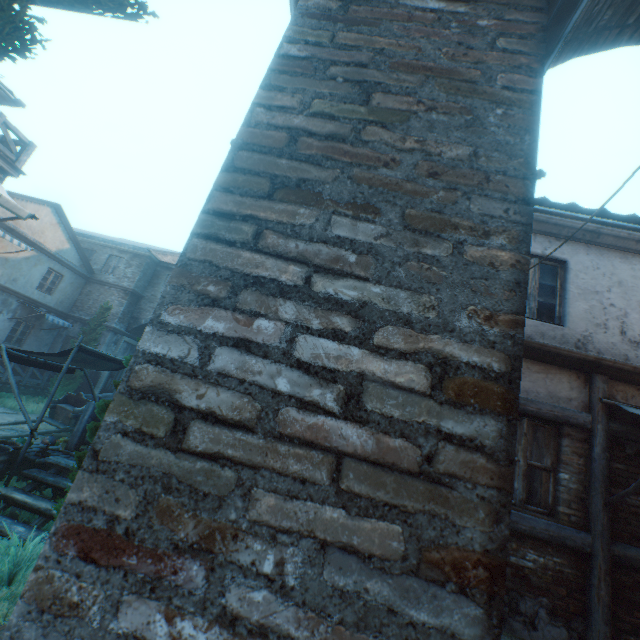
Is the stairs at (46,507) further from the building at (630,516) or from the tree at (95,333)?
the building at (630,516)

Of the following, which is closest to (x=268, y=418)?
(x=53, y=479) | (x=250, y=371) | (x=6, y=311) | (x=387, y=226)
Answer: (x=250, y=371)

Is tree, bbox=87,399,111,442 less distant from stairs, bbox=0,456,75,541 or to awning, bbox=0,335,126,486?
stairs, bbox=0,456,75,541

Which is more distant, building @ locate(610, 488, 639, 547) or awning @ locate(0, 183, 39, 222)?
awning @ locate(0, 183, 39, 222)

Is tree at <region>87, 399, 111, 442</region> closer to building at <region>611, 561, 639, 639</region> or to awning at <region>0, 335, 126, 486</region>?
awning at <region>0, 335, 126, 486</region>

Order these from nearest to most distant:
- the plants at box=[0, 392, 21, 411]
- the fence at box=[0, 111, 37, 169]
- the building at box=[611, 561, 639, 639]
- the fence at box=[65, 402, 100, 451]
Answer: the building at box=[611, 561, 639, 639] < the fence at box=[65, 402, 100, 451] < the fence at box=[0, 111, 37, 169] < the plants at box=[0, 392, 21, 411]

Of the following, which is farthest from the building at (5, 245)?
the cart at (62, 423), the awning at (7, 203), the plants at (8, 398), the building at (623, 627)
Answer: the cart at (62, 423)

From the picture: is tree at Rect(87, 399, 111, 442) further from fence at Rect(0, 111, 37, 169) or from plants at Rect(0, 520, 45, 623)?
fence at Rect(0, 111, 37, 169)
